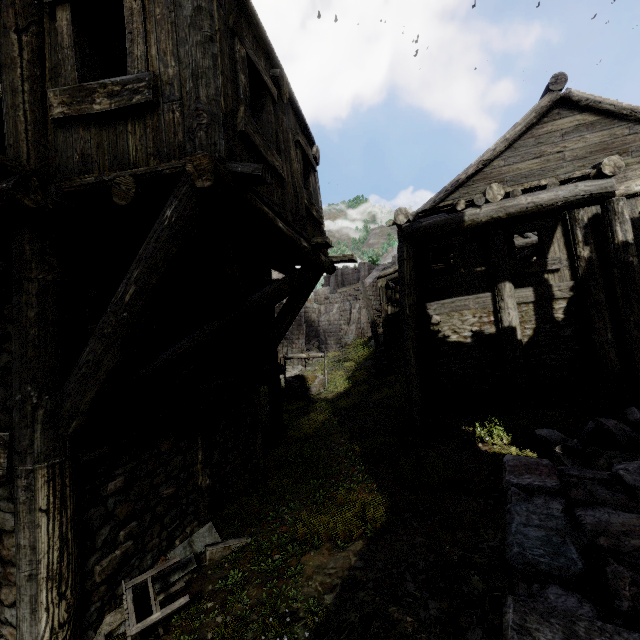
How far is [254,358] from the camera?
7.5 meters

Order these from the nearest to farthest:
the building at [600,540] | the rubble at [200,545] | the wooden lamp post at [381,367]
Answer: the building at [600,540]
the rubble at [200,545]
the wooden lamp post at [381,367]

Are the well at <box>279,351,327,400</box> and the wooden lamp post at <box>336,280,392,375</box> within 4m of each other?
yes

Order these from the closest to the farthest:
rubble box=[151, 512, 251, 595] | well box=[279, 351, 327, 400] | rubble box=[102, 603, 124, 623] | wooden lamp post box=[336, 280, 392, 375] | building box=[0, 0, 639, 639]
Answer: building box=[0, 0, 639, 639] < rubble box=[102, 603, 124, 623] < rubble box=[151, 512, 251, 595] < well box=[279, 351, 327, 400] < wooden lamp post box=[336, 280, 392, 375]

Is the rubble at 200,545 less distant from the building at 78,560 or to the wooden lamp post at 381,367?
the building at 78,560

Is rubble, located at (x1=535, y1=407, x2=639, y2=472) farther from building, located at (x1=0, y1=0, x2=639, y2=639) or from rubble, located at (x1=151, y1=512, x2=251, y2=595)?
rubble, located at (x1=151, y1=512, x2=251, y2=595)

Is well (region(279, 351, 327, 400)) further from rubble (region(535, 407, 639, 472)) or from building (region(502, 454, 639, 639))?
rubble (region(535, 407, 639, 472))

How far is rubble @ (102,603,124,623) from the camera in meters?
3.8
